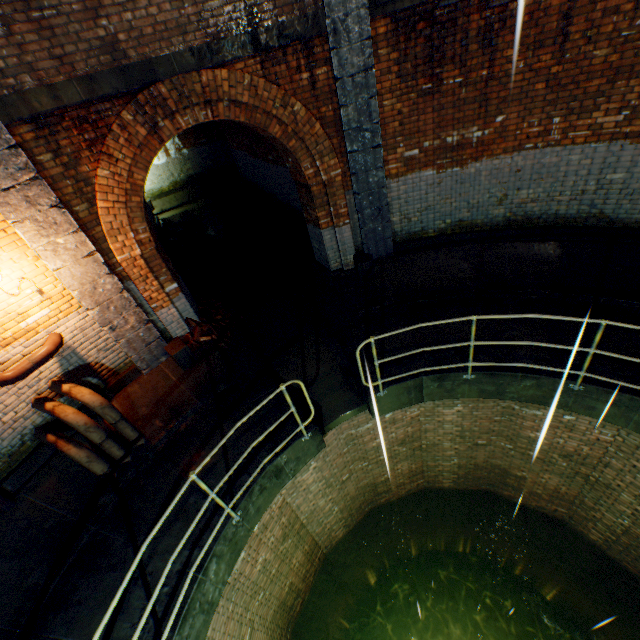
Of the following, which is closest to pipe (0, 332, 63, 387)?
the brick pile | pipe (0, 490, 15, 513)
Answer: pipe (0, 490, 15, 513)

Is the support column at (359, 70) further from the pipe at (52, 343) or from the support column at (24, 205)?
the pipe at (52, 343)

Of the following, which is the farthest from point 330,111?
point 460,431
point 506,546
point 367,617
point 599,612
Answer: point 367,617

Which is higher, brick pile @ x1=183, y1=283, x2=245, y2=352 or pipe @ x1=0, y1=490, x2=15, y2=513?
pipe @ x1=0, y1=490, x2=15, y2=513

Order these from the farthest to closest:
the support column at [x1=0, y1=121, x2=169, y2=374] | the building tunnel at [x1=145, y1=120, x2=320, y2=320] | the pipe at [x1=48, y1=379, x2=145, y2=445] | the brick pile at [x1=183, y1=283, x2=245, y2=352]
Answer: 1. the building tunnel at [x1=145, y1=120, x2=320, y2=320]
2. the brick pile at [x1=183, y1=283, x2=245, y2=352]
3. the pipe at [x1=48, y1=379, x2=145, y2=445]
4. the support column at [x1=0, y1=121, x2=169, y2=374]

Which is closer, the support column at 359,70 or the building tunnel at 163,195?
the support column at 359,70

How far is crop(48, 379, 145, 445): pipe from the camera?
4.8 meters
